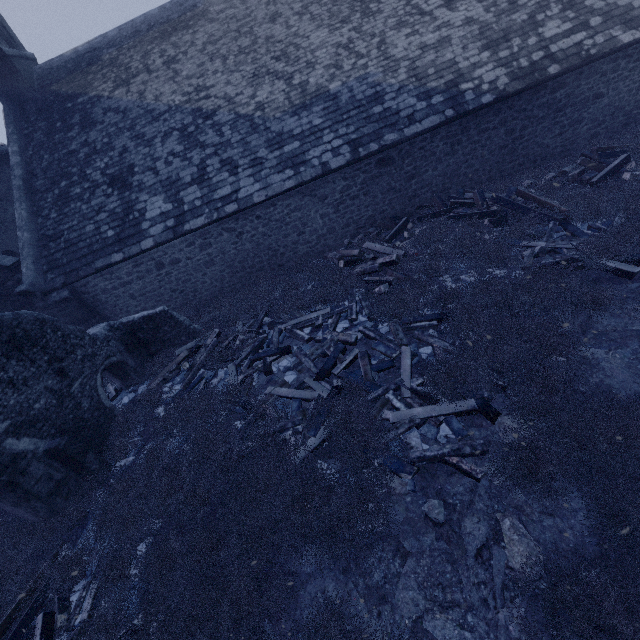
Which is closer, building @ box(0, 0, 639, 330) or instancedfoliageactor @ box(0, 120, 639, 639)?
instancedfoliageactor @ box(0, 120, 639, 639)

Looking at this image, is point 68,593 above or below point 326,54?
below

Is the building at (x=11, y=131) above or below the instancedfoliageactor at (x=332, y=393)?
above

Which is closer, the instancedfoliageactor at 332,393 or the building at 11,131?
the instancedfoliageactor at 332,393

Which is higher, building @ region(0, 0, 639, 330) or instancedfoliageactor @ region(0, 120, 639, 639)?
building @ region(0, 0, 639, 330)
